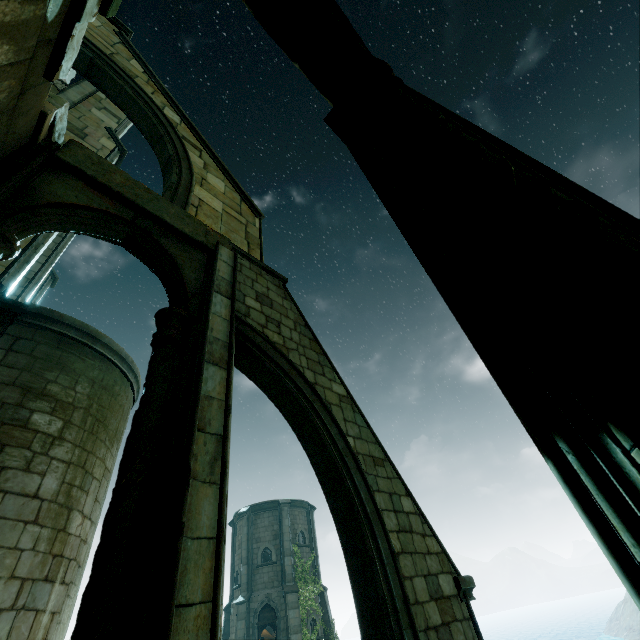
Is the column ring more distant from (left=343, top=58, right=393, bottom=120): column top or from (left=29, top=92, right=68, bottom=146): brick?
(left=29, top=92, right=68, bottom=146): brick

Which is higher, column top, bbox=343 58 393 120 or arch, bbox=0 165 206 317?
arch, bbox=0 165 206 317

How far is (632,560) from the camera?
1.2 meters

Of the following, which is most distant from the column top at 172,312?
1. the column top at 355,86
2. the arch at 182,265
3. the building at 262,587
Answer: the building at 262,587

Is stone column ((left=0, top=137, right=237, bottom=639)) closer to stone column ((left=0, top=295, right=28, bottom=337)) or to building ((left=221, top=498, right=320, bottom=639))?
stone column ((left=0, top=295, right=28, bottom=337))

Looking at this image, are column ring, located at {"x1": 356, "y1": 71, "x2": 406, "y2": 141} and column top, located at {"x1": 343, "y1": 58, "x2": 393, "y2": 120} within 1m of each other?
yes

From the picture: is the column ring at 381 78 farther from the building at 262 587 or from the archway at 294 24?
the building at 262 587

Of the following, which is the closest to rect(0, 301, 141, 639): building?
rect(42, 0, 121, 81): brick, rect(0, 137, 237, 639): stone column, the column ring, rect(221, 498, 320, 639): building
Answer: rect(0, 137, 237, 639): stone column
